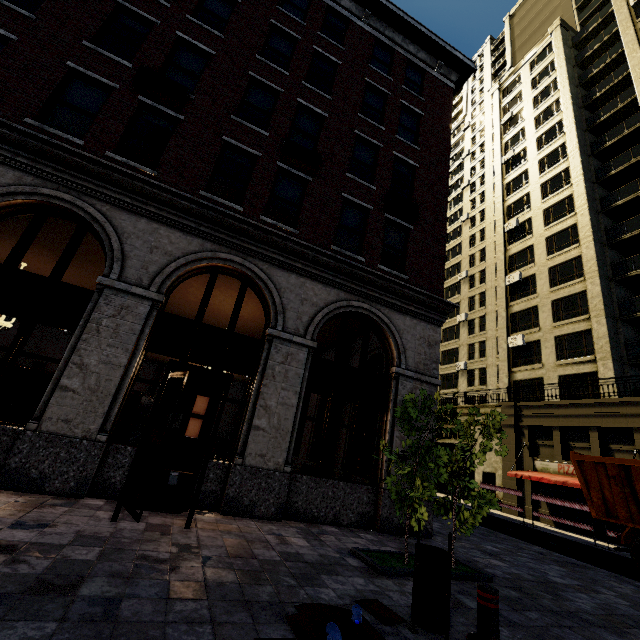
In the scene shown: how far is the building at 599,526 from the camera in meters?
15.9 m

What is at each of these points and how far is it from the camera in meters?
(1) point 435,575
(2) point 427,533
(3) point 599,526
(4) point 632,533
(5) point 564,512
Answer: (1) trash bin, 3.5 m
(2) building, 8.6 m
(3) building, 16.5 m
(4) truck, 9.6 m
(5) building, 17.8 m

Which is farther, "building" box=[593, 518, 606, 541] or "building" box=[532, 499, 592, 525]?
"building" box=[532, 499, 592, 525]

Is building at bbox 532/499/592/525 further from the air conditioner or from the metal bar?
the metal bar

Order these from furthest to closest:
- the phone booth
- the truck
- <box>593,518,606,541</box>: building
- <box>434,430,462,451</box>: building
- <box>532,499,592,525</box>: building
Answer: <box>434,430,462,451</box>: building → <box>532,499,592,525</box>: building → <box>593,518,606,541</box>: building → the truck → the phone booth

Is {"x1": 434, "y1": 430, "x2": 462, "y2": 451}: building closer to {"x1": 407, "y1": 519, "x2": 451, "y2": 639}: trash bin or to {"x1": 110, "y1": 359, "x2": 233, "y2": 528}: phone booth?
{"x1": 110, "y1": 359, "x2": 233, "y2": 528}: phone booth

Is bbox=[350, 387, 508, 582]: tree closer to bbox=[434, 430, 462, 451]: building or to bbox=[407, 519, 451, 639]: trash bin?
bbox=[434, 430, 462, 451]: building

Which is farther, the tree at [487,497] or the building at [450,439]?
the building at [450,439]
